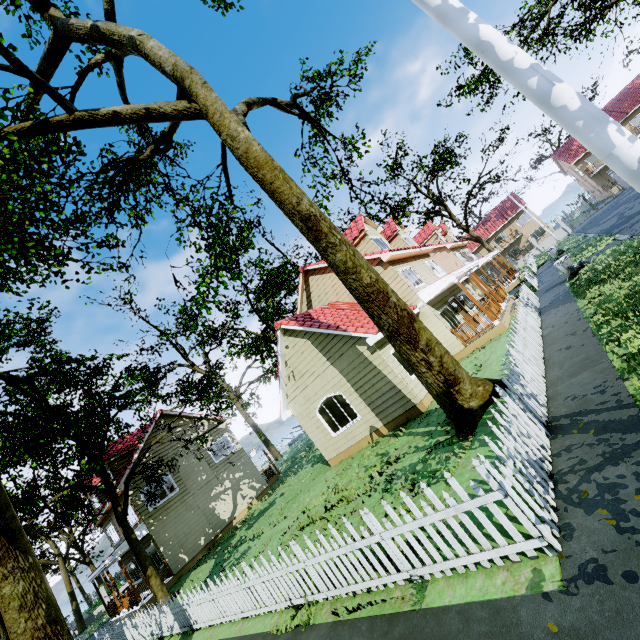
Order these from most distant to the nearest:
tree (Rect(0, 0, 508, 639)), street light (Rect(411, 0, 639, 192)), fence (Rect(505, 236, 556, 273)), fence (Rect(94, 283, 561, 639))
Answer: fence (Rect(505, 236, 556, 273)) < tree (Rect(0, 0, 508, 639)) < fence (Rect(94, 283, 561, 639)) < street light (Rect(411, 0, 639, 192))

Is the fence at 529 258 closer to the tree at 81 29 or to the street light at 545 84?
the tree at 81 29

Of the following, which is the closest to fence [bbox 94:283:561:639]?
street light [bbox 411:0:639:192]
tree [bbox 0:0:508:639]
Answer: tree [bbox 0:0:508:639]

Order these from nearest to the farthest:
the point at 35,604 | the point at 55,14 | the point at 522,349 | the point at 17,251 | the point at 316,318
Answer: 1. the point at 35,604
2. the point at 522,349
3. the point at 55,14
4. the point at 17,251
5. the point at 316,318

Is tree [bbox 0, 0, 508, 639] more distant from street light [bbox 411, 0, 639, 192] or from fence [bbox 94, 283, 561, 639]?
street light [bbox 411, 0, 639, 192]
